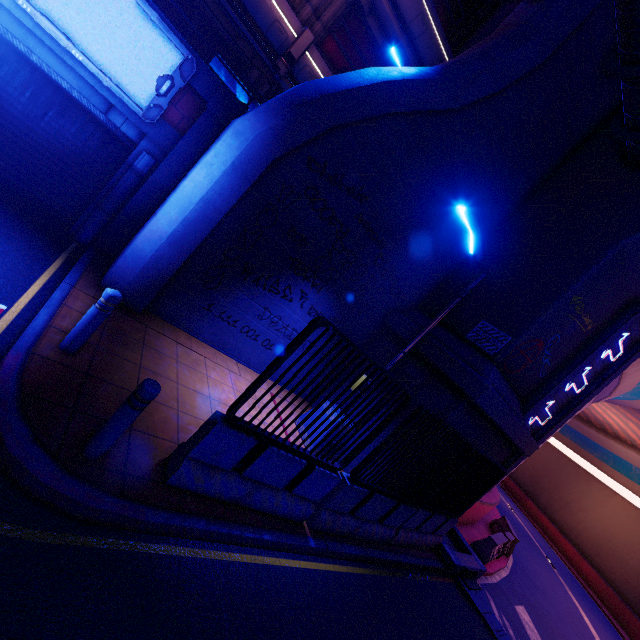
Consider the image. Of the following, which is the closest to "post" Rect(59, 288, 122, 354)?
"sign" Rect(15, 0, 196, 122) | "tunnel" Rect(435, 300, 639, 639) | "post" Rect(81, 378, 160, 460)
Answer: "post" Rect(81, 378, 160, 460)

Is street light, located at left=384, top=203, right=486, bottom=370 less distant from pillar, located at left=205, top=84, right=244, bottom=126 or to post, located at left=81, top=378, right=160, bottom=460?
post, located at left=81, top=378, right=160, bottom=460

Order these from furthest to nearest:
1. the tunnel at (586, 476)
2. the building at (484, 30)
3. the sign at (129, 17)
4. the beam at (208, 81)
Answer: the building at (484, 30) < the tunnel at (586, 476) < the beam at (208, 81) < the sign at (129, 17)

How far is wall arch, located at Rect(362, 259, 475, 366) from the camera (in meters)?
8.93

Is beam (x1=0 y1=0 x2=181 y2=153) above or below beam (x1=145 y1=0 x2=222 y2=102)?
below

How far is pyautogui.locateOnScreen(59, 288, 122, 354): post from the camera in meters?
4.3 m

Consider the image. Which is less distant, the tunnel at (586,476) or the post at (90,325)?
the post at (90,325)

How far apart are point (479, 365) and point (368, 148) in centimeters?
552cm
